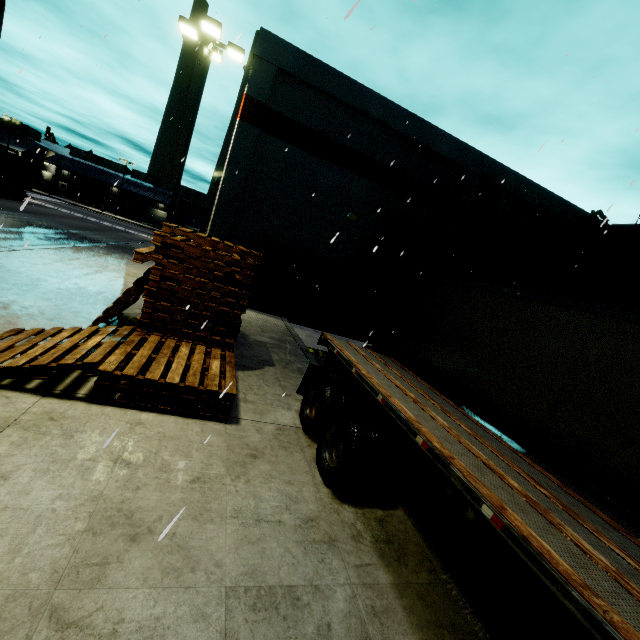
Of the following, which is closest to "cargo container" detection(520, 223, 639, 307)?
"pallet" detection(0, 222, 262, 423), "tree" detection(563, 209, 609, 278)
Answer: "pallet" detection(0, 222, 262, 423)

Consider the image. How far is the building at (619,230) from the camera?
18.8 meters

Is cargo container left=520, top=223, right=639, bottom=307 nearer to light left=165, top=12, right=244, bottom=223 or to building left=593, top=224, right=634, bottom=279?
building left=593, top=224, right=634, bottom=279

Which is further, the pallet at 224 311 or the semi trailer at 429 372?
the pallet at 224 311

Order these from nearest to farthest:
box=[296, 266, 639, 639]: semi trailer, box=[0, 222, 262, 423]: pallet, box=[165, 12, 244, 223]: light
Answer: box=[296, 266, 639, 639]: semi trailer → box=[0, 222, 262, 423]: pallet → box=[165, 12, 244, 223]: light

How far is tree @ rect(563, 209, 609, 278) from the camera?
19.0 meters

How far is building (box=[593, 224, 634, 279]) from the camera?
18.8m

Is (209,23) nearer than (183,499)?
No
